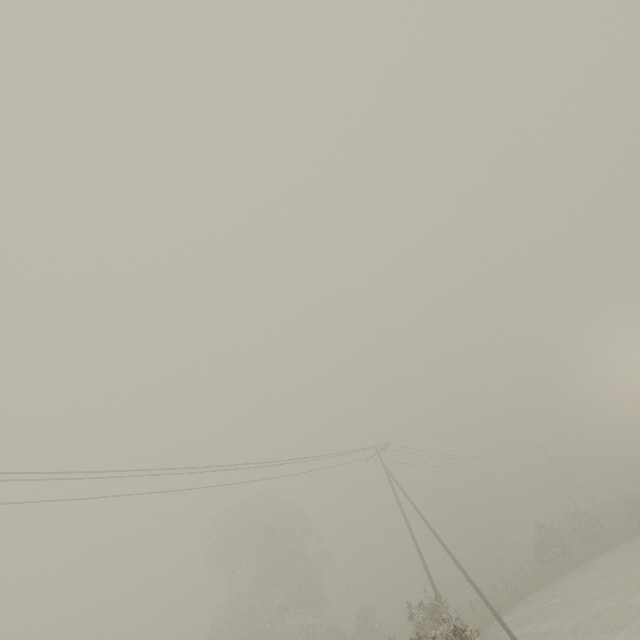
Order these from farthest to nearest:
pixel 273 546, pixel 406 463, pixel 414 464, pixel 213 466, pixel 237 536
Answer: pixel 237 536, pixel 273 546, pixel 414 464, pixel 406 463, pixel 213 466
